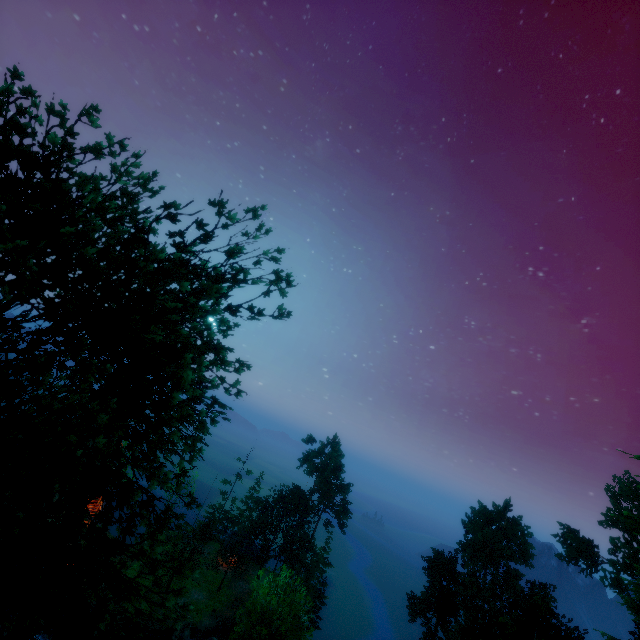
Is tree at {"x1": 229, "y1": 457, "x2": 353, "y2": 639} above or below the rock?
above

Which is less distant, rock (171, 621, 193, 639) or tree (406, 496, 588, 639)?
tree (406, 496, 588, 639)

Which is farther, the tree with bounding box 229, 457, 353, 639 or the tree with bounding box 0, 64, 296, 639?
the tree with bounding box 229, 457, 353, 639

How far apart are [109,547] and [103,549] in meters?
3.2

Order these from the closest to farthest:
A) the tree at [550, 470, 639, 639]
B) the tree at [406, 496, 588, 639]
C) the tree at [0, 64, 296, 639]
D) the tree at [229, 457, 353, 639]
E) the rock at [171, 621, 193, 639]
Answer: the tree at [0, 64, 296, 639]
the tree at [229, 457, 353, 639]
the tree at [550, 470, 639, 639]
the tree at [406, 496, 588, 639]
the rock at [171, 621, 193, 639]

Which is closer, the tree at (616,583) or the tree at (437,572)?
the tree at (616,583)

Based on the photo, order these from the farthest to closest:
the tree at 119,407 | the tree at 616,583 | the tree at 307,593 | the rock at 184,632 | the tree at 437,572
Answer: the rock at 184,632 < the tree at 437,572 < the tree at 616,583 < the tree at 307,593 < the tree at 119,407
